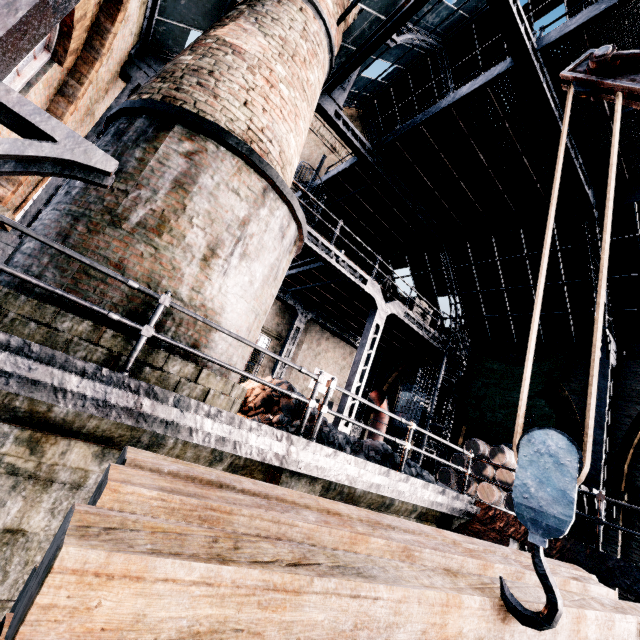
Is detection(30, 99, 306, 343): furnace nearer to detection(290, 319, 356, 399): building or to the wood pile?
detection(290, 319, 356, 399): building

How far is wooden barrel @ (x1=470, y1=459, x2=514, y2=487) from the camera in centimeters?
1241cm

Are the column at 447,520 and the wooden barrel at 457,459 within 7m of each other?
yes

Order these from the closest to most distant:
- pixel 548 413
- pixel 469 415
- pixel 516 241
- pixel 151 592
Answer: pixel 151 592 < pixel 548 413 < pixel 516 241 < pixel 469 415

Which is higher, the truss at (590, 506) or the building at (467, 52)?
the building at (467, 52)

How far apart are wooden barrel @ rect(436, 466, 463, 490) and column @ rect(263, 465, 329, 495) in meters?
9.8 m

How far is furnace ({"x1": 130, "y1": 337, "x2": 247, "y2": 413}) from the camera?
4.4 meters
